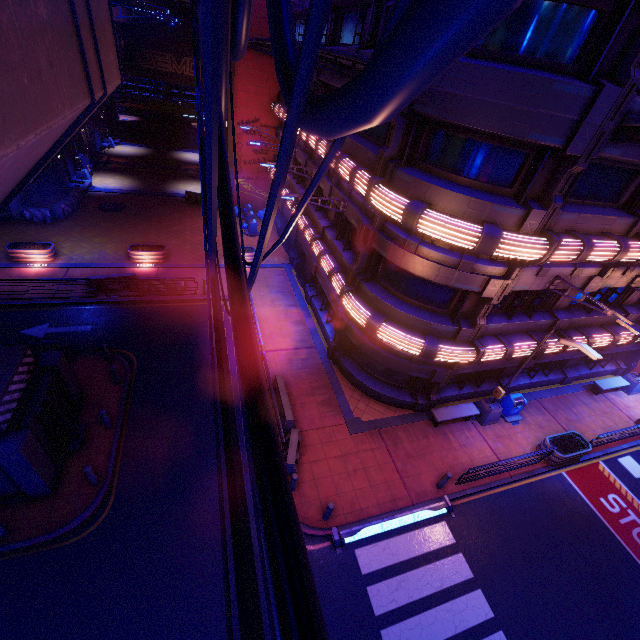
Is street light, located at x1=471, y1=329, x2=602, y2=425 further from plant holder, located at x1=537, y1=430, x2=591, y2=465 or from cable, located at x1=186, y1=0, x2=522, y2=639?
cable, located at x1=186, y1=0, x2=522, y2=639

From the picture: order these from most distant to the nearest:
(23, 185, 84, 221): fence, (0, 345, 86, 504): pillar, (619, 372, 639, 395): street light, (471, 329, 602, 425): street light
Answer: (23, 185, 84, 221): fence → (619, 372, 639, 395): street light → (471, 329, 602, 425): street light → (0, 345, 86, 504): pillar

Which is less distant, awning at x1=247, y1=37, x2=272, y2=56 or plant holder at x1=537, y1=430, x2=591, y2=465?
awning at x1=247, y1=37, x2=272, y2=56

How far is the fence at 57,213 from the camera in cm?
2306

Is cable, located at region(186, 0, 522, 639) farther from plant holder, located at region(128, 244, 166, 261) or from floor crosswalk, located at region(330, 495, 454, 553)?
plant holder, located at region(128, 244, 166, 261)

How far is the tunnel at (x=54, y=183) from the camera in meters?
26.5 m

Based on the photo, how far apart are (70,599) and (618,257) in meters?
19.9 m

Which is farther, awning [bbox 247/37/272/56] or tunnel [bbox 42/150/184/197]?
tunnel [bbox 42/150/184/197]
